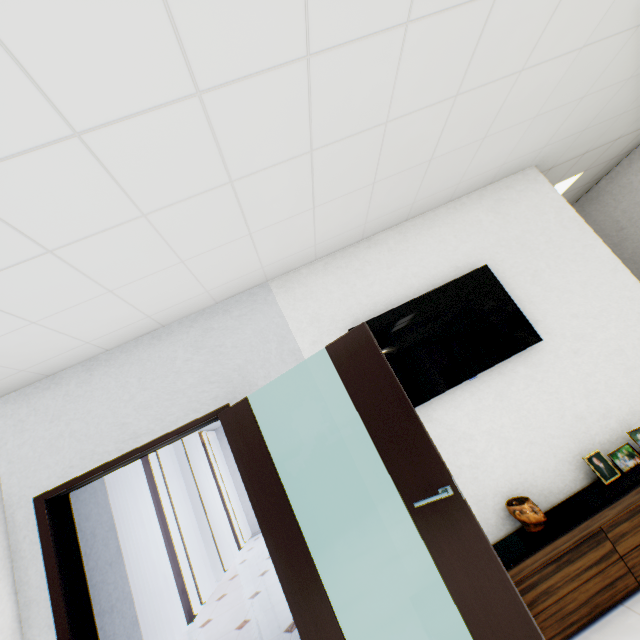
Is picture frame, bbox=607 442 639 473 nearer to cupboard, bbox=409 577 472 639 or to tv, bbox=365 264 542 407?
cupboard, bbox=409 577 472 639

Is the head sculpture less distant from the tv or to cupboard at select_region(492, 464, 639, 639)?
cupboard at select_region(492, 464, 639, 639)

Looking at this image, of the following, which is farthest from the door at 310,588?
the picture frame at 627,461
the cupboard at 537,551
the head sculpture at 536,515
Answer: the picture frame at 627,461

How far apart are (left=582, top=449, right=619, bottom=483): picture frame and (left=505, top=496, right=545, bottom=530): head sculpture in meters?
0.5 m

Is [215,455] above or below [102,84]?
below

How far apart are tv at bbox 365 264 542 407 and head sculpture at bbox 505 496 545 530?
0.93m

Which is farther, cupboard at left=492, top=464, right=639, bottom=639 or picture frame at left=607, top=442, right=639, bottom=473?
picture frame at left=607, top=442, right=639, bottom=473

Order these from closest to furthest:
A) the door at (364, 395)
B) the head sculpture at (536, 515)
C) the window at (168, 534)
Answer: the door at (364, 395) < the head sculpture at (536, 515) < the window at (168, 534)
